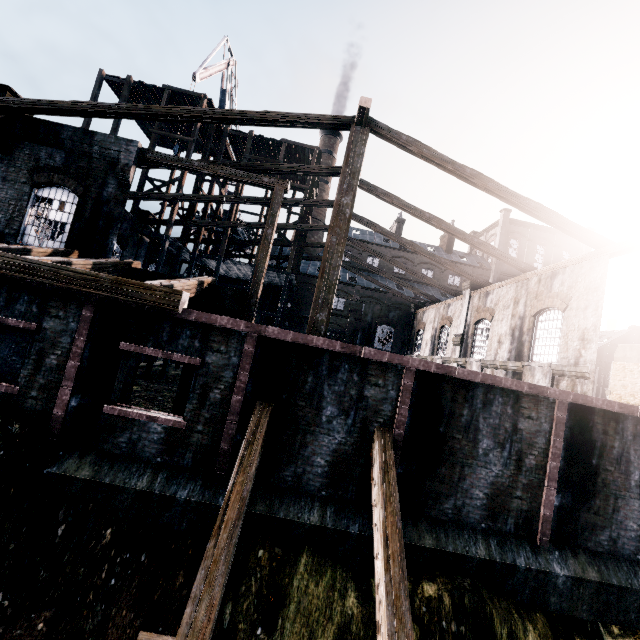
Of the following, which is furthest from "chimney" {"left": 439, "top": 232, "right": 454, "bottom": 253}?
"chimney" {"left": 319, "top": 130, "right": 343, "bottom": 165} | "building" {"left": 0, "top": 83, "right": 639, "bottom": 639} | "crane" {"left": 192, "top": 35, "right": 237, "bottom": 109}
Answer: "crane" {"left": 192, "top": 35, "right": 237, "bottom": 109}

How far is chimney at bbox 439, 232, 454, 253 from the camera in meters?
54.6 m

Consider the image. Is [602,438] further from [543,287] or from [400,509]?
[543,287]

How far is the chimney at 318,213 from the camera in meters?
53.5 m

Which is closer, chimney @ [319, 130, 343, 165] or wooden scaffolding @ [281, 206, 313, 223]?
wooden scaffolding @ [281, 206, 313, 223]

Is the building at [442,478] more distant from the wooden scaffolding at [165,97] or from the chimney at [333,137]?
the chimney at [333,137]

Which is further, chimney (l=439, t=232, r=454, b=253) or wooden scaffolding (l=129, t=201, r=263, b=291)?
chimney (l=439, t=232, r=454, b=253)

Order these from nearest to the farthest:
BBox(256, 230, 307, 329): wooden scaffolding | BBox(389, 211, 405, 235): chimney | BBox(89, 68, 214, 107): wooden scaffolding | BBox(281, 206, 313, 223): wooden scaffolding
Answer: BBox(89, 68, 214, 107): wooden scaffolding → BBox(256, 230, 307, 329): wooden scaffolding → BBox(281, 206, 313, 223): wooden scaffolding → BBox(389, 211, 405, 235): chimney
